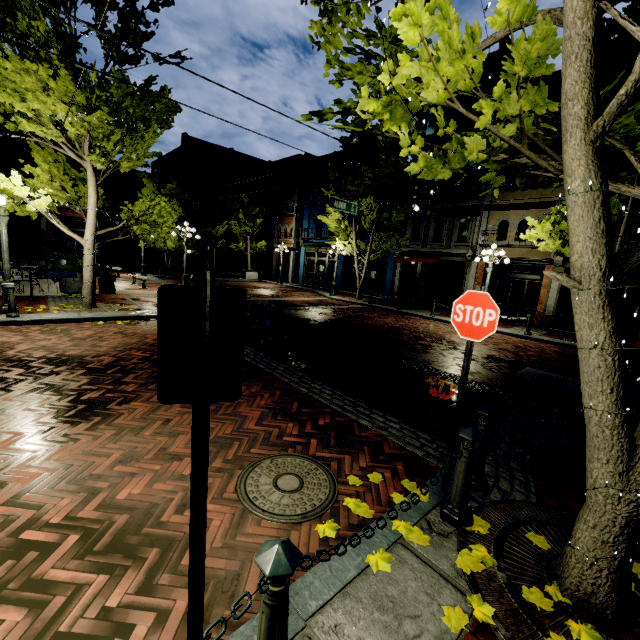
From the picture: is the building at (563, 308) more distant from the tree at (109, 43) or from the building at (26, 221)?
the building at (26, 221)

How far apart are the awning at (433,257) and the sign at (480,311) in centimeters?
1691cm

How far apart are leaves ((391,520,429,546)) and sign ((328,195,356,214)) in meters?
12.2 m

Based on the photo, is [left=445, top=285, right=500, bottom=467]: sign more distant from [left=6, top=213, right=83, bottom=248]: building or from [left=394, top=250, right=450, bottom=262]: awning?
[left=394, top=250, right=450, bottom=262]: awning

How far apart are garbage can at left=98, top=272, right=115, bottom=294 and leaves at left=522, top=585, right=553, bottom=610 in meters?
15.6

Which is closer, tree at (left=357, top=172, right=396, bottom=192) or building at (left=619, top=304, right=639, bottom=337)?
building at (left=619, top=304, right=639, bottom=337)

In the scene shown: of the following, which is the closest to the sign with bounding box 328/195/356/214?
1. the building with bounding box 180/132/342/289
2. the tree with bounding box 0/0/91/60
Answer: the tree with bounding box 0/0/91/60

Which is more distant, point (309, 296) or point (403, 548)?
point (309, 296)
